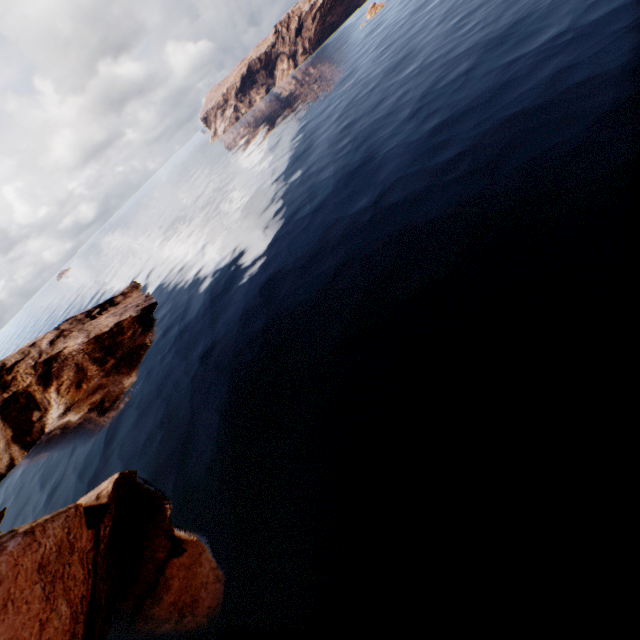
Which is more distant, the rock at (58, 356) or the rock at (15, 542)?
the rock at (58, 356)

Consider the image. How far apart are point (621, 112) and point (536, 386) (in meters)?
16.54

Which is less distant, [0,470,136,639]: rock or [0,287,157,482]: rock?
[0,470,136,639]: rock
